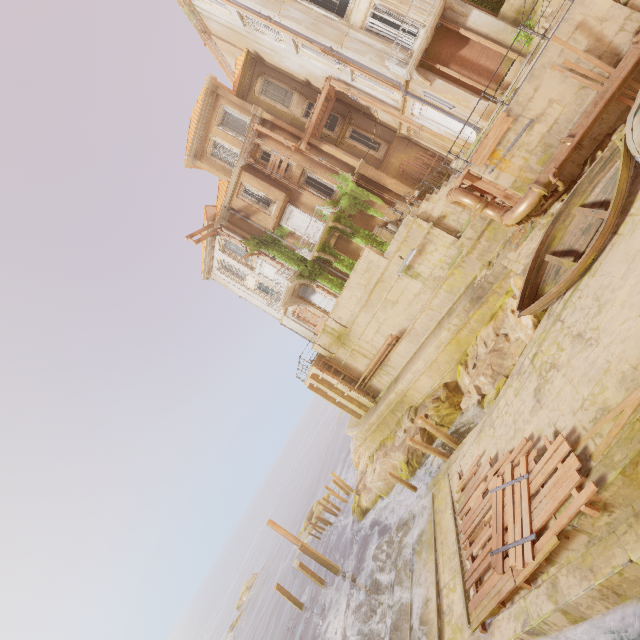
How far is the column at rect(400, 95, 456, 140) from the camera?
17.8m

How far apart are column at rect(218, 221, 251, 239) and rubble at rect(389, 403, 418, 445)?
16.25m

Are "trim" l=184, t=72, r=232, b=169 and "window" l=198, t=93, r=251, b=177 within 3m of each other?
yes

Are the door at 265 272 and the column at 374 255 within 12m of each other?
yes

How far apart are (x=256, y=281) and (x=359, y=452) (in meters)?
16.48

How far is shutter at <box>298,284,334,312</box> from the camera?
25.7 meters

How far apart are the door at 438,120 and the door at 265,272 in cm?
1363

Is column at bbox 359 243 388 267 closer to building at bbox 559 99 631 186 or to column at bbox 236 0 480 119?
column at bbox 236 0 480 119
